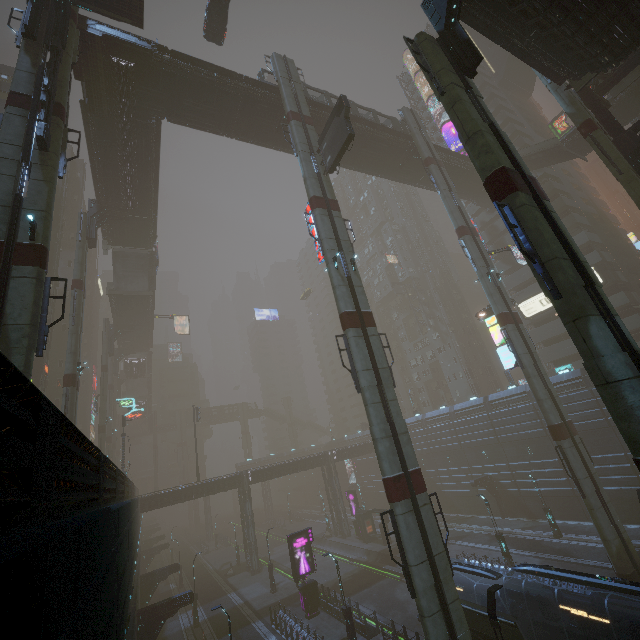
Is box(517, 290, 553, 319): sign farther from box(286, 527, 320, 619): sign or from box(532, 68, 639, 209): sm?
box(286, 527, 320, 619): sign

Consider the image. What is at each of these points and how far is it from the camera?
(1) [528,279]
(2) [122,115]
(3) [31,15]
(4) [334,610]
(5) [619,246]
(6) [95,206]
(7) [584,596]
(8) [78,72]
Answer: (1) building, 47.8m
(2) building, 26.2m
(3) building structure, 17.4m
(4) building, 25.3m
(5) building, 45.5m
(6) building structure, 33.3m
(7) building, 20.3m
(8) building structure, 22.6m

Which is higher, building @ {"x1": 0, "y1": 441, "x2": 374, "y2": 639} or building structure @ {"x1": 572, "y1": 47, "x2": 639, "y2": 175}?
building structure @ {"x1": 572, "y1": 47, "x2": 639, "y2": 175}

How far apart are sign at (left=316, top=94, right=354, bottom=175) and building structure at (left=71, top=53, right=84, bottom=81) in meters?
15.2 m

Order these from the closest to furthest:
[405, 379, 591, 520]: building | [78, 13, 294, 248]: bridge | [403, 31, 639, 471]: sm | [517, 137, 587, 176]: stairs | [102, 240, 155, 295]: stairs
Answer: [403, 31, 639, 471]: sm, [78, 13, 294, 248]: bridge, [405, 379, 591, 520]: building, [517, 137, 587, 176]: stairs, [102, 240, 155, 295]: stairs

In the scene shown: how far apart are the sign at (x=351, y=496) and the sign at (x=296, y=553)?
18.1 meters

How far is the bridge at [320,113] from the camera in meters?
30.4 m

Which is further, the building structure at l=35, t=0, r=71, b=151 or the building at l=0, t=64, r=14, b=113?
the building at l=0, t=64, r=14, b=113
